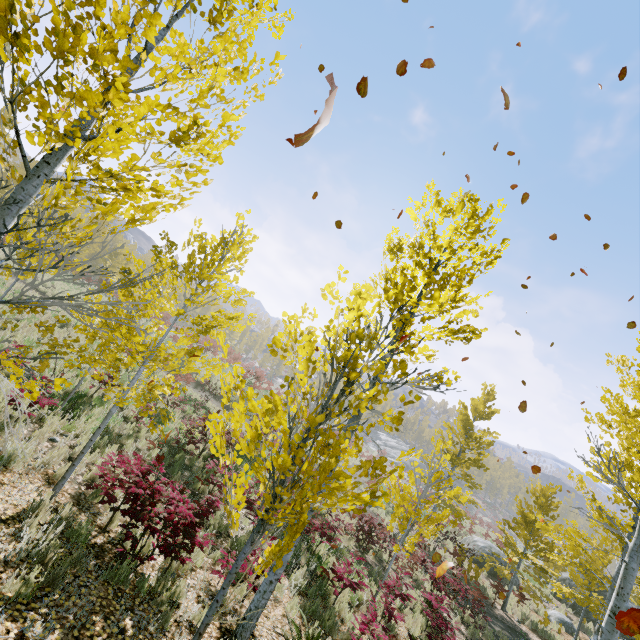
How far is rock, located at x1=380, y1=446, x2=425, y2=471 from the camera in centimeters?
5428cm

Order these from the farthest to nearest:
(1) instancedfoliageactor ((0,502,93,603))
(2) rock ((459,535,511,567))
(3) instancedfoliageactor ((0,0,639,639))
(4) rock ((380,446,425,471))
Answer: (4) rock ((380,446,425,471)), (2) rock ((459,535,511,567)), (1) instancedfoliageactor ((0,502,93,603)), (3) instancedfoliageactor ((0,0,639,639))

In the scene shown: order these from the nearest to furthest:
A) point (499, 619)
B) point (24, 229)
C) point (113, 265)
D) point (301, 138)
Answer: point (301, 138)
point (24, 229)
point (499, 619)
point (113, 265)

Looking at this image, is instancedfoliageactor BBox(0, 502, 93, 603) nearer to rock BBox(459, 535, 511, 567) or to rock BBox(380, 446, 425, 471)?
rock BBox(459, 535, 511, 567)

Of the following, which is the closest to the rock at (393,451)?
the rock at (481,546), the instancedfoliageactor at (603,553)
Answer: the instancedfoliageactor at (603,553)

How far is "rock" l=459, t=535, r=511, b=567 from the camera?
21.0m

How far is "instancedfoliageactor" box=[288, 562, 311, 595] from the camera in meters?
7.4
